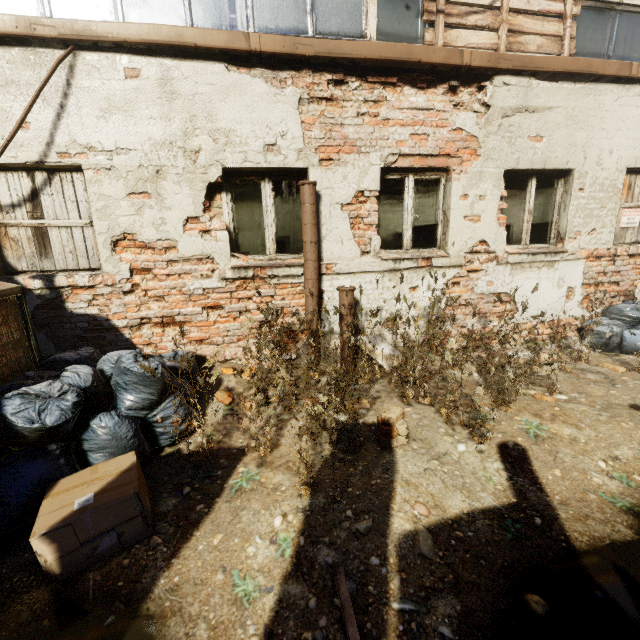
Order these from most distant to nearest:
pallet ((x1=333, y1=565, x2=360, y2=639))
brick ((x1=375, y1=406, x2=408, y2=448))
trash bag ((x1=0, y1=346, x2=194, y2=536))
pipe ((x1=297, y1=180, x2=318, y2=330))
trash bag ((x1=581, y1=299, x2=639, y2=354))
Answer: trash bag ((x1=581, y1=299, x2=639, y2=354))
pipe ((x1=297, y1=180, x2=318, y2=330))
brick ((x1=375, y1=406, x2=408, y2=448))
trash bag ((x1=0, y1=346, x2=194, y2=536))
pallet ((x1=333, y1=565, x2=360, y2=639))

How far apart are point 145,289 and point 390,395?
3.1 meters

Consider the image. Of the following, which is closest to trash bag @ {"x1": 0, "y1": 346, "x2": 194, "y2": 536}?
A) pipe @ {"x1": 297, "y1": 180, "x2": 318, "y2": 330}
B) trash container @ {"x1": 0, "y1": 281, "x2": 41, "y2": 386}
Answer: trash container @ {"x1": 0, "y1": 281, "x2": 41, "y2": 386}

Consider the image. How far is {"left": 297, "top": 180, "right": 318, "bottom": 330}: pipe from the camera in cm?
372

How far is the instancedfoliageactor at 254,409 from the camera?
2.4 meters

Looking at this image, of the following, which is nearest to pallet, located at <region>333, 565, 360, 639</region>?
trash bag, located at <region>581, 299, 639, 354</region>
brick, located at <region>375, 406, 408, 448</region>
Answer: brick, located at <region>375, 406, 408, 448</region>

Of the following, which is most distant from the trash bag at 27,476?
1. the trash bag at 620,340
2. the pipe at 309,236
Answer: the trash bag at 620,340

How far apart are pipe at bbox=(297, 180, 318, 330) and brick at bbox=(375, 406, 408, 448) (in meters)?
1.59
